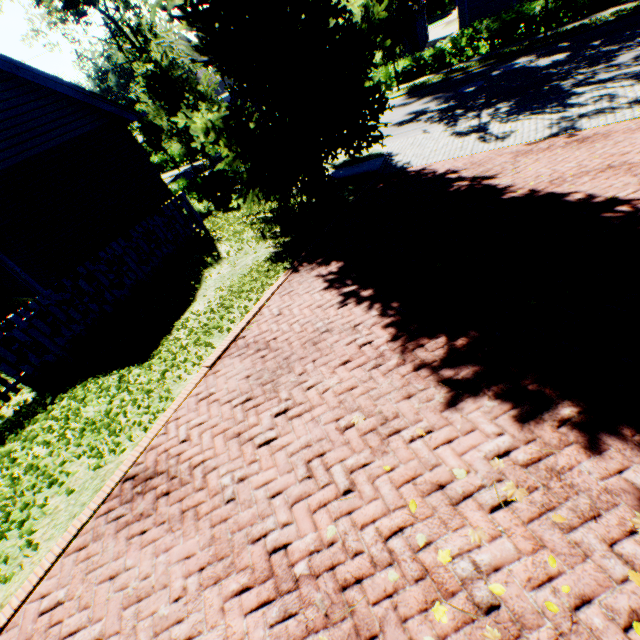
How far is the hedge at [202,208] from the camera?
13.14m

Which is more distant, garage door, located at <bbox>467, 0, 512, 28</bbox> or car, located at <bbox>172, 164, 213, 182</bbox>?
garage door, located at <bbox>467, 0, 512, 28</bbox>

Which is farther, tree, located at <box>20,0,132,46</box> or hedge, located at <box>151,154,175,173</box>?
hedge, located at <box>151,154,175,173</box>

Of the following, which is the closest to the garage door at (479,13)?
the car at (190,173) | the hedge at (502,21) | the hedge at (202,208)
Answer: the hedge at (502,21)

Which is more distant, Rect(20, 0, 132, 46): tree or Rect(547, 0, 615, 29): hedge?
Rect(20, 0, 132, 46): tree

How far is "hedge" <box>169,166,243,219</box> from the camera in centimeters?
1314cm

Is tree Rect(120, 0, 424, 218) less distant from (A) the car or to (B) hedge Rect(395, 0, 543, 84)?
(A) the car

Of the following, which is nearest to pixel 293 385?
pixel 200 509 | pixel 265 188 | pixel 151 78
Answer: pixel 200 509
